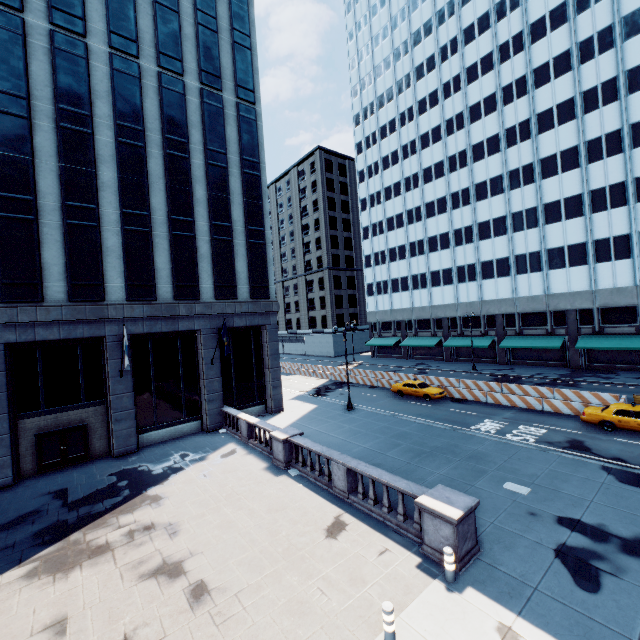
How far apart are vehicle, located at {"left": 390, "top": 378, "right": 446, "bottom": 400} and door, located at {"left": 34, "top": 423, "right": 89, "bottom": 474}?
24.5 meters

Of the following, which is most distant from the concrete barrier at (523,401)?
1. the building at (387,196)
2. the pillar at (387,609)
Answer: the pillar at (387,609)

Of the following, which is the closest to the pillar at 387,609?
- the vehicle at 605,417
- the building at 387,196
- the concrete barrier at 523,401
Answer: the vehicle at 605,417

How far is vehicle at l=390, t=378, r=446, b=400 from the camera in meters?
28.6

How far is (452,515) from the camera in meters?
9.5 m

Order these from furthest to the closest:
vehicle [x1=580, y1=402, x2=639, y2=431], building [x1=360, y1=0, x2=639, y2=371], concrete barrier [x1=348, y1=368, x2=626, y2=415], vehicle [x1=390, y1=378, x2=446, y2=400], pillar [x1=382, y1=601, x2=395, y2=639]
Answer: building [x1=360, y1=0, x2=639, y2=371] → vehicle [x1=390, y1=378, x2=446, y2=400] → concrete barrier [x1=348, y1=368, x2=626, y2=415] → vehicle [x1=580, y1=402, x2=639, y2=431] → pillar [x1=382, y1=601, x2=395, y2=639]

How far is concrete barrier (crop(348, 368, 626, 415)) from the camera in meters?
23.3

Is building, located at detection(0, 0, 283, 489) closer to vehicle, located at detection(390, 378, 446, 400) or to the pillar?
vehicle, located at detection(390, 378, 446, 400)
